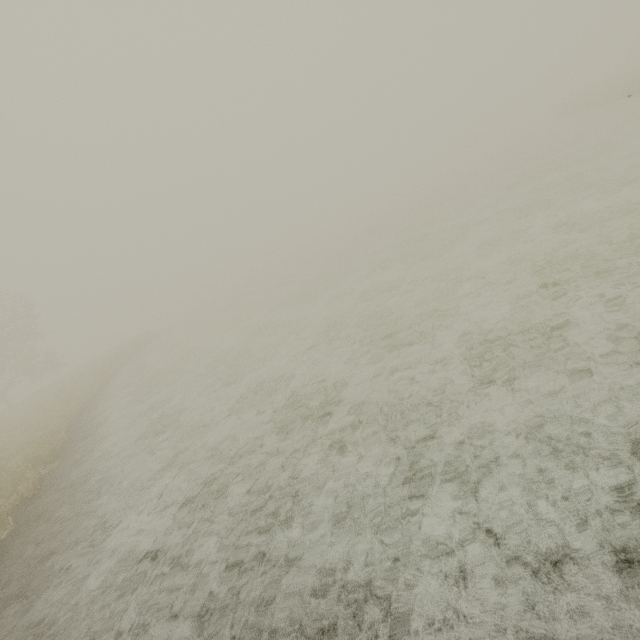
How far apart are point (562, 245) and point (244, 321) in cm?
1372
